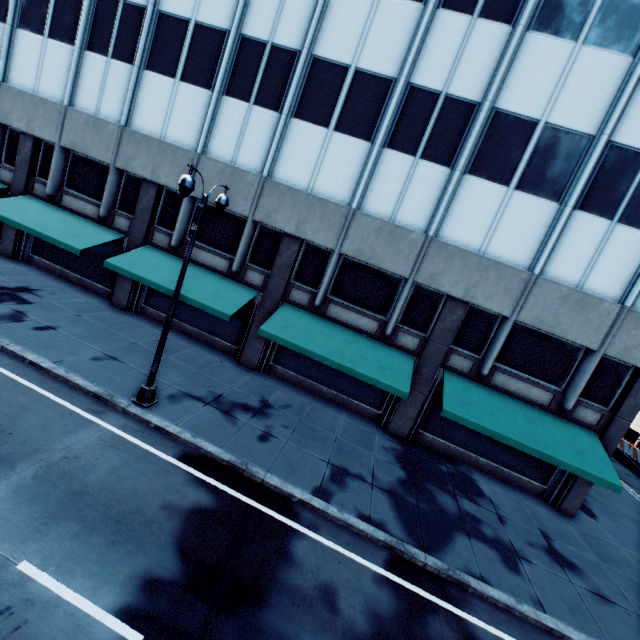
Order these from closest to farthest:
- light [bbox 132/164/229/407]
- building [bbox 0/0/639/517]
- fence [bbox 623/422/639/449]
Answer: light [bbox 132/164/229/407], building [bbox 0/0/639/517], fence [bbox 623/422/639/449]

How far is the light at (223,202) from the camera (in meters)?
8.42

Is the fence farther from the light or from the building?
the light

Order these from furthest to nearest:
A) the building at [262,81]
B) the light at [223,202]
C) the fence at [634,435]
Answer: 1. the fence at [634,435]
2. the building at [262,81]
3. the light at [223,202]

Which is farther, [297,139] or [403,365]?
[297,139]

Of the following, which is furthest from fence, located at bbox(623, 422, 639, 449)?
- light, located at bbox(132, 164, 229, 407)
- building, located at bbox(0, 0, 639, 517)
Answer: light, located at bbox(132, 164, 229, 407)

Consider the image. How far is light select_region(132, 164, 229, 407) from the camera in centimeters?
842cm
